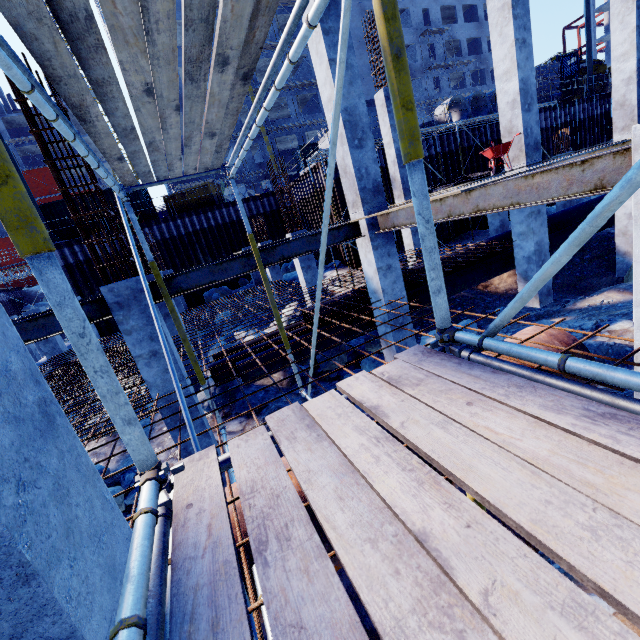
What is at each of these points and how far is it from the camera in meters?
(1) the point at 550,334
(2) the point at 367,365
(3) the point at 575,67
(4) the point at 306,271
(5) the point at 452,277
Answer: (1) pipe, 4.7 m
(2) compgrassrocksplants, 9.1 m
(3) front loader, 26.4 m
(4) concrete column, 11.7 m
(5) pipe, 10.7 m

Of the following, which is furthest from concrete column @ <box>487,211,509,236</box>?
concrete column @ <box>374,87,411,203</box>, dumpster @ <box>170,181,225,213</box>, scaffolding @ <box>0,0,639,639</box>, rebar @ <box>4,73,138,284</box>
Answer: dumpster @ <box>170,181,225,213</box>

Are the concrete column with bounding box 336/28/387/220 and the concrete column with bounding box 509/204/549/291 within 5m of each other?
yes

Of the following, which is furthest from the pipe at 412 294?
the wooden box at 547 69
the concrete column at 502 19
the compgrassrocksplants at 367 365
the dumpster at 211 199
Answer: the dumpster at 211 199

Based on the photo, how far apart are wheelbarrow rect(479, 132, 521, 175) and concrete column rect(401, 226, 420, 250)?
5.57m

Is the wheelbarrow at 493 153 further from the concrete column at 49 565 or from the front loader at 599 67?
the front loader at 599 67

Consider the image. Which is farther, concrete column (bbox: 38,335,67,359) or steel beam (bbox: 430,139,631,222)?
concrete column (bbox: 38,335,67,359)

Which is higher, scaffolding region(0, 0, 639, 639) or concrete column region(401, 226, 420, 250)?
scaffolding region(0, 0, 639, 639)
